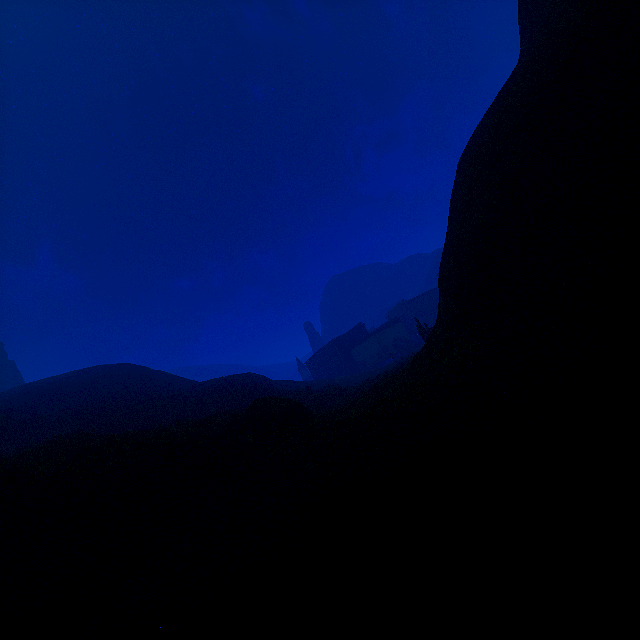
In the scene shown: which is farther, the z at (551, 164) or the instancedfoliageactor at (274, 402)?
the instancedfoliageactor at (274, 402)

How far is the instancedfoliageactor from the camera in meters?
18.2 m

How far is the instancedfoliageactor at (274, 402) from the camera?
18.2m

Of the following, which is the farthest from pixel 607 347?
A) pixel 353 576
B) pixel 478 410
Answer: pixel 353 576

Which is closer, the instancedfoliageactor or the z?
the z
